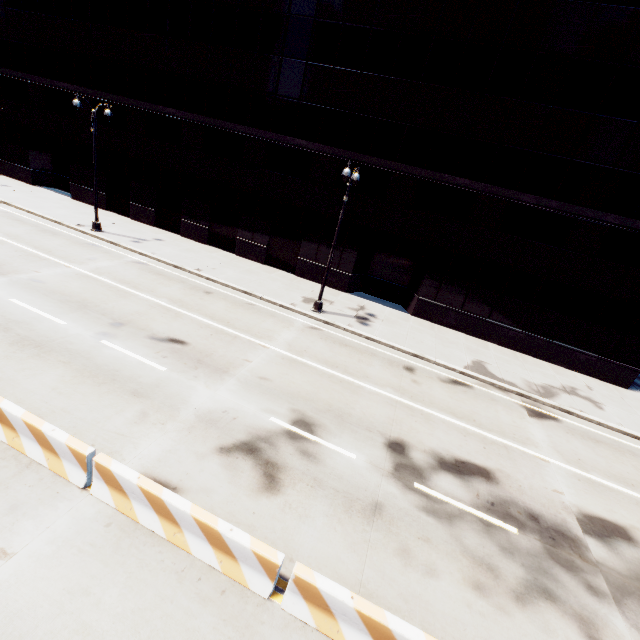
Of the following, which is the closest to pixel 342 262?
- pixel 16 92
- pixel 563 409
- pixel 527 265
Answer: pixel 527 265

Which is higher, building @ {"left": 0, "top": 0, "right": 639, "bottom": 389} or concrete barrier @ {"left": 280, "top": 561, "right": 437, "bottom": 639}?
building @ {"left": 0, "top": 0, "right": 639, "bottom": 389}

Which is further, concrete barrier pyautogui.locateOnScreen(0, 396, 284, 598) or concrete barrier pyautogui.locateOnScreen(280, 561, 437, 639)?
concrete barrier pyautogui.locateOnScreen(0, 396, 284, 598)

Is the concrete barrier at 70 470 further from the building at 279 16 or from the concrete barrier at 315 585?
the building at 279 16

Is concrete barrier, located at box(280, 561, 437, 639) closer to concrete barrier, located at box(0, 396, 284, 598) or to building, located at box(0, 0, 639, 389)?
concrete barrier, located at box(0, 396, 284, 598)

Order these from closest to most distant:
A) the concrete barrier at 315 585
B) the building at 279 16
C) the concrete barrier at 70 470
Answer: the concrete barrier at 315 585, the concrete barrier at 70 470, the building at 279 16

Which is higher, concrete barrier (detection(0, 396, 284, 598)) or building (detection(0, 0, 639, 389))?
building (detection(0, 0, 639, 389))
